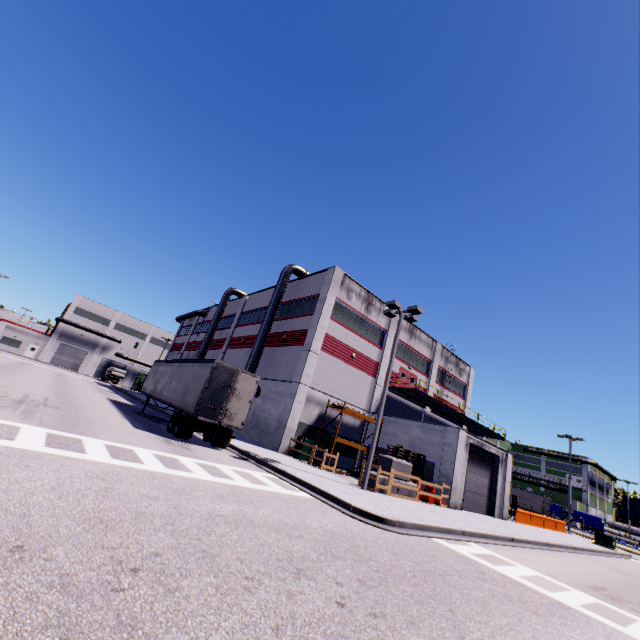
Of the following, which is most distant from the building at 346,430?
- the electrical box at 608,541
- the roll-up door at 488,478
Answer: the electrical box at 608,541

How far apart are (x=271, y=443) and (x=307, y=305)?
11.5 meters

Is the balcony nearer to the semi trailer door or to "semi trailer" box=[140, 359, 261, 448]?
"semi trailer" box=[140, 359, 261, 448]

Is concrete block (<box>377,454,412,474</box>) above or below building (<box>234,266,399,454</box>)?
below

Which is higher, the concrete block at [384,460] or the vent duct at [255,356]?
the vent duct at [255,356]

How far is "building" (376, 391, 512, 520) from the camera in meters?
20.9

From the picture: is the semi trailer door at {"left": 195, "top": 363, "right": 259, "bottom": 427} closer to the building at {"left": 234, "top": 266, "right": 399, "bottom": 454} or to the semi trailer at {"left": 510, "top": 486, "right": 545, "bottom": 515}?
the semi trailer at {"left": 510, "top": 486, "right": 545, "bottom": 515}

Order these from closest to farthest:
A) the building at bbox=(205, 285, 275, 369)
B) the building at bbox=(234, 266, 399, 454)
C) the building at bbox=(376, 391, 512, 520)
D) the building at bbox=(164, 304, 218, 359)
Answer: the building at bbox=(376, 391, 512, 520), the building at bbox=(234, 266, 399, 454), the building at bbox=(205, 285, 275, 369), the building at bbox=(164, 304, 218, 359)
